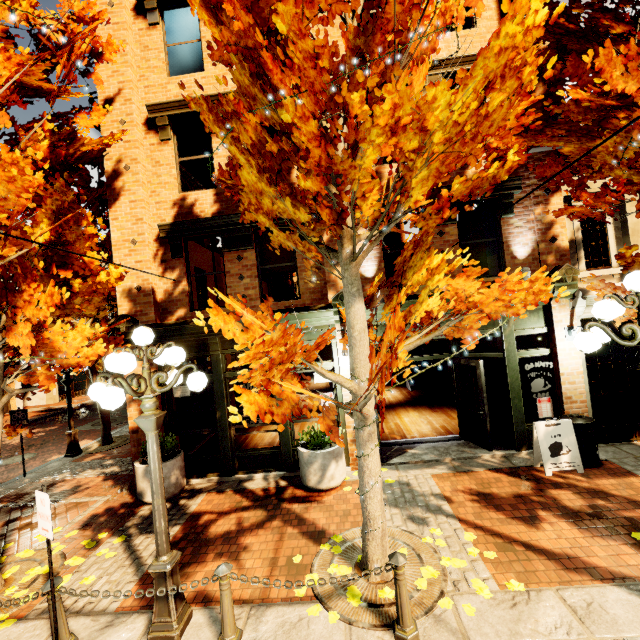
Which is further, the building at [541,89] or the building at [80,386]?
the building at [80,386]

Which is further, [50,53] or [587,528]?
[587,528]

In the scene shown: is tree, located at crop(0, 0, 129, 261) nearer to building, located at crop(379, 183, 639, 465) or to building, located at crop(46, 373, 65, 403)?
building, located at crop(379, 183, 639, 465)

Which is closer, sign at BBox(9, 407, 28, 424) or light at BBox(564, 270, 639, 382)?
light at BBox(564, 270, 639, 382)

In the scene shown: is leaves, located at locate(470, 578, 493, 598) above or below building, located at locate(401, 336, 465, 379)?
below

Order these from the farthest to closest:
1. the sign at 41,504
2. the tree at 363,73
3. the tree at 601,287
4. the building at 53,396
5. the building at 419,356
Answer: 1. the building at 53,396
2. the building at 419,356
3. the tree at 601,287
4. the sign at 41,504
5. the tree at 363,73

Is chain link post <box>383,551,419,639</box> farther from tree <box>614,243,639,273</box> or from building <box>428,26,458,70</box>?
building <box>428,26,458,70</box>

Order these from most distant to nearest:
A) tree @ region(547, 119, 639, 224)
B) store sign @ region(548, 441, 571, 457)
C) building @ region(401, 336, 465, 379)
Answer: building @ region(401, 336, 465, 379), store sign @ region(548, 441, 571, 457), tree @ region(547, 119, 639, 224)
